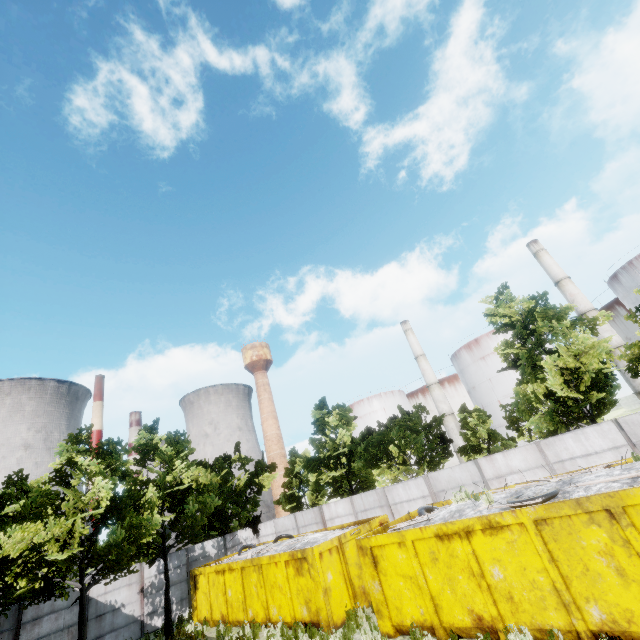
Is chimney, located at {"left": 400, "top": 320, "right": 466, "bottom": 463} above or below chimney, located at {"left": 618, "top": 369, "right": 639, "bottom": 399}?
above

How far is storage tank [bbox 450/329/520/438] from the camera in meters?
41.2

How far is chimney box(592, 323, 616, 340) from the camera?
35.4m

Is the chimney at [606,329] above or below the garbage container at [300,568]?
above

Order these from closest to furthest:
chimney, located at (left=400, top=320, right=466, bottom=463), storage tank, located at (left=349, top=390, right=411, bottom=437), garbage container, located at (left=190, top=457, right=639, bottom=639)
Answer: garbage container, located at (left=190, top=457, right=639, bottom=639) → chimney, located at (left=400, top=320, right=466, bottom=463) → storage tank, located at (left=349, top=390, right=411, bottom=437)

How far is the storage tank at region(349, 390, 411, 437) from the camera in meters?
56.0

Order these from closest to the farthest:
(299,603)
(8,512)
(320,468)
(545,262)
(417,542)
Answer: (417,542) < (299,603) < (8,512) < (320,468) < (545,262)

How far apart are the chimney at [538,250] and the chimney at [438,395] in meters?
18.5
